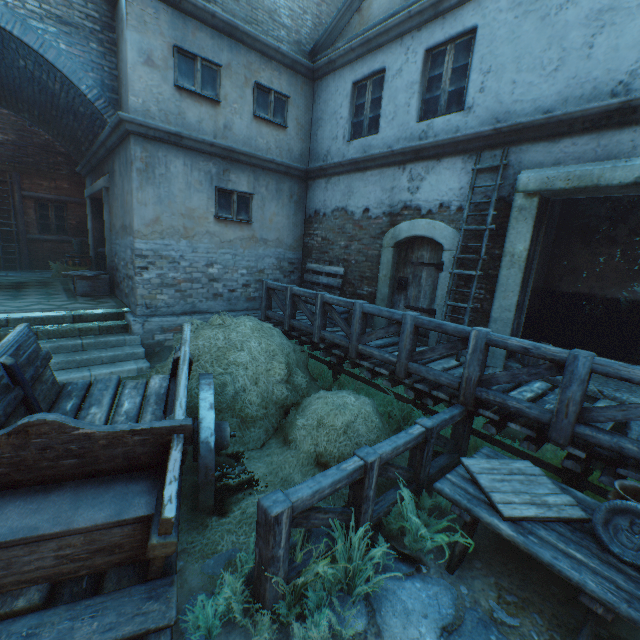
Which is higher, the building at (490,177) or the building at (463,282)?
the building at (490,177)

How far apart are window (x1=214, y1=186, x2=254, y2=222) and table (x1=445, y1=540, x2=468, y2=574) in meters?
7.1

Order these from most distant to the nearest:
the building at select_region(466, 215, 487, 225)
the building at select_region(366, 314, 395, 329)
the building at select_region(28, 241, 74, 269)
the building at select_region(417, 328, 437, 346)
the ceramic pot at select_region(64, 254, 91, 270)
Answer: the building at select_region(28, 241, 74, 269), the ceramic pot at select_region(64, 254, 91, 270), the building at select_region(366, 314, 395, 329), the building at select_region(417, 328, 437, 346), the building at select_region(466, 215, 487, 225)

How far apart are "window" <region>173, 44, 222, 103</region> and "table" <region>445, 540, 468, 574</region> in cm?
837

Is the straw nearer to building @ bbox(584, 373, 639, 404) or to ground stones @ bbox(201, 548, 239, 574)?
ground stones @ bbox(201, 548, 239, 574)

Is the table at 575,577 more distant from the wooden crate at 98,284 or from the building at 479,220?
the wooden crate at 98,284

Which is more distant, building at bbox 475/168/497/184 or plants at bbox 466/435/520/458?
building at bbox 475/168/497/184

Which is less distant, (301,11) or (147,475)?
(147,475)
